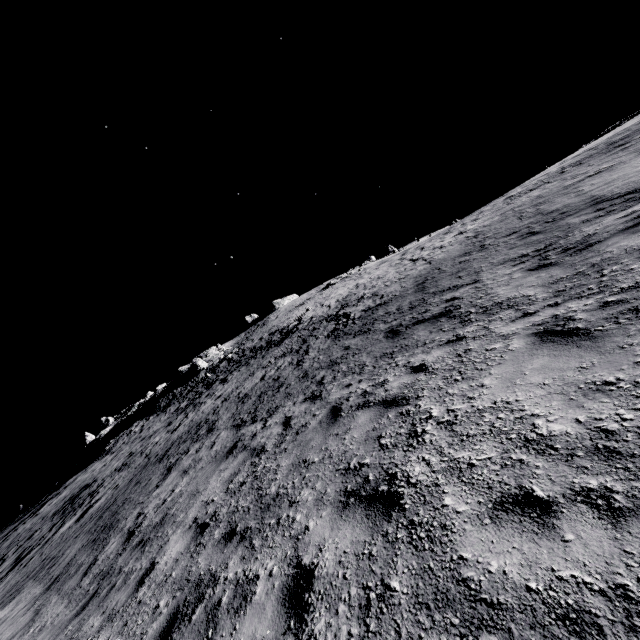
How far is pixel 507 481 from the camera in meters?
2.4 m

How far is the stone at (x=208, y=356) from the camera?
41.6m

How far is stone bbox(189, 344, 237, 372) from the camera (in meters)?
41.62
